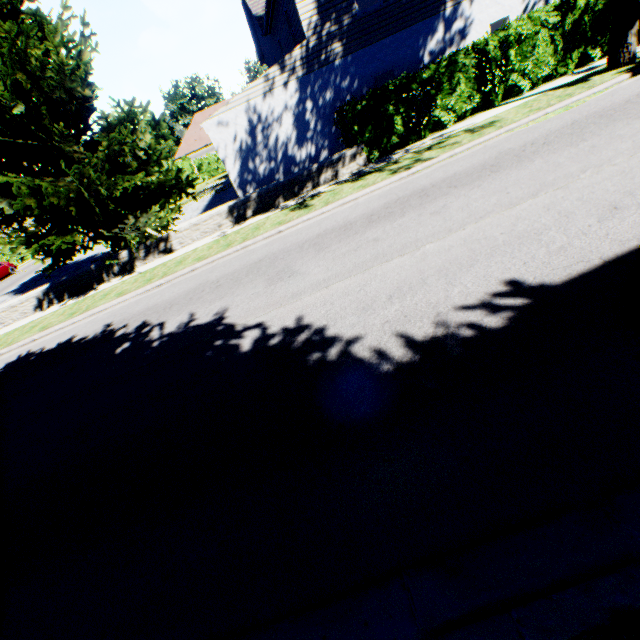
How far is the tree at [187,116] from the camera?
53.6m

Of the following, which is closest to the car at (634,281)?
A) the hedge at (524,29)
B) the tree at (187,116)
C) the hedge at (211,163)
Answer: the hedge at (524,29)

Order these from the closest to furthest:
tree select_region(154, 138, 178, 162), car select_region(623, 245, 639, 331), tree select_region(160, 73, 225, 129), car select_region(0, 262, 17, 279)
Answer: car select_region(623, 245, 639, 331)
car select_region(0, 262, 17, 279)
tree select_region(154, 138, 178, 162)
tree select_region(160, 73, 225, 129)

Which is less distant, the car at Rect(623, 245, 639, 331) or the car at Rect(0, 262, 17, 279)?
the car at Rect(623, 245, 639, 331)

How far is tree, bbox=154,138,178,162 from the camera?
48.4m

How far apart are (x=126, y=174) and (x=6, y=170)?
3.32m

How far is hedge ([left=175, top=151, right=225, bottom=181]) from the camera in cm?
3622

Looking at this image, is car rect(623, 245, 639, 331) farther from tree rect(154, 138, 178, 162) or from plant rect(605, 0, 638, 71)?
tree rect(154, 138, 178, 162)
